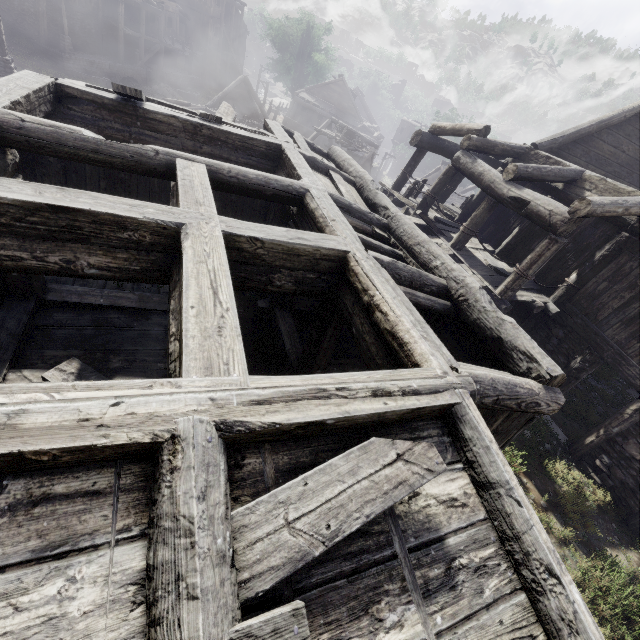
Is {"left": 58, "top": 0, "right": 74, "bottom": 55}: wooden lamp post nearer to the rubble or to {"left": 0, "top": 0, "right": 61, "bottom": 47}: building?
{"left": 0, "top": 0, "right": 61, "bottom": 47}: building

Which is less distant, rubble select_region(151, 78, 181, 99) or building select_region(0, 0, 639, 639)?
building select_region(0, 0, 639, 639)

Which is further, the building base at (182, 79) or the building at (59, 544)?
the building base at (182, 79)

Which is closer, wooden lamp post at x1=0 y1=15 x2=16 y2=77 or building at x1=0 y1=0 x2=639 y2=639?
building at x1=0 y1=0 x2=639 y2=639

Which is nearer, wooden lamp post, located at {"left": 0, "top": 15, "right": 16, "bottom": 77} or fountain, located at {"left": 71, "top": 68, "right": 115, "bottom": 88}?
wooden lamp post, located at {"left": 0, "top": 15, "right": 16, "bottom": 77}

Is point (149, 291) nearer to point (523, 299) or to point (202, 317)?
point (202, 317)

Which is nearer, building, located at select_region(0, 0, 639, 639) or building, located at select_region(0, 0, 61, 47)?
building, located at select_region(0, 0, 639, 639)

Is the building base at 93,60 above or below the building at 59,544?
below
